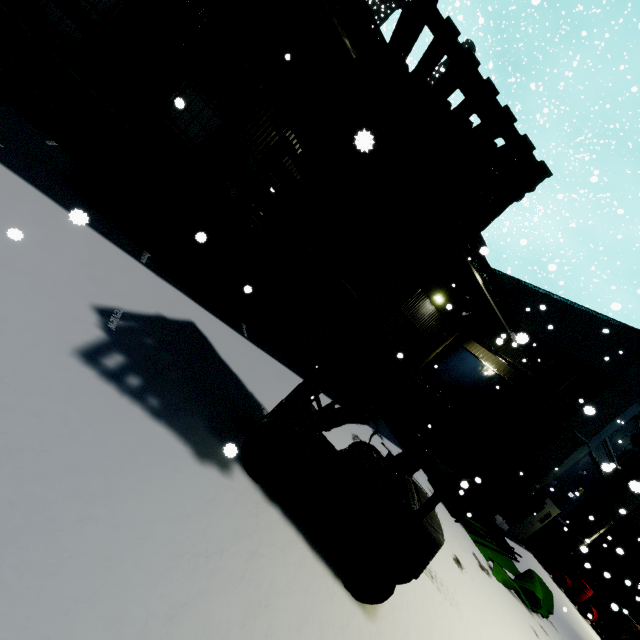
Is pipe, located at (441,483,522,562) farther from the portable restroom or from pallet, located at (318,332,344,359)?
the portable restroom

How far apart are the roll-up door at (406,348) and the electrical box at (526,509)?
7.51m

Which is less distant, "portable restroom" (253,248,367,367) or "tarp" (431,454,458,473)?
"portable restroom" (253,248,367,367)

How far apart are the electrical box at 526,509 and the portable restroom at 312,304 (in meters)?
12.02

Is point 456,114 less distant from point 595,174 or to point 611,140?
point 595,174

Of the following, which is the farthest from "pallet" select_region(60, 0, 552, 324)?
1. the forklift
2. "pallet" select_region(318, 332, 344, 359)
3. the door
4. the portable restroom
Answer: the door

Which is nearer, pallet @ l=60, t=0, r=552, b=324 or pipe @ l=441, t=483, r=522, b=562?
pallet @ l=60, t=0, r=552, b=324

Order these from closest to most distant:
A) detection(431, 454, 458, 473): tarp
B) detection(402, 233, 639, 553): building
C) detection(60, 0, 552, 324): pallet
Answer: detection(60, 0, 552, 324): pallet, detection(431, 454, 458, 473): tarp, detection(402, 233, 639, 553): building
